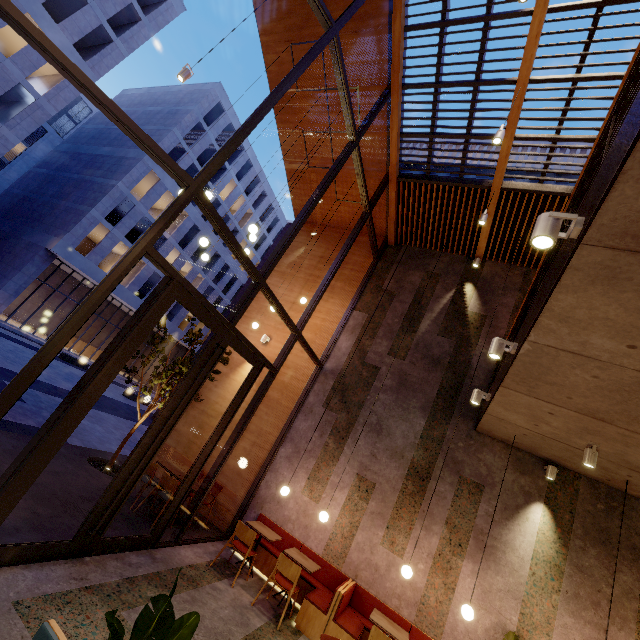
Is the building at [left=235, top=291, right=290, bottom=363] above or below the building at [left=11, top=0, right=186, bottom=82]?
below

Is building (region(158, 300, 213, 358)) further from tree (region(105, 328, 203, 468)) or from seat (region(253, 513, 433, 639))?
seat (region(253, 513, 433, 639))

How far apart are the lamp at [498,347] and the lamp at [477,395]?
1.8m

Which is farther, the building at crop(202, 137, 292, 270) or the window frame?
the building at crop(202, 137, 292, 270)

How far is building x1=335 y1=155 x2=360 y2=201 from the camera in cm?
990

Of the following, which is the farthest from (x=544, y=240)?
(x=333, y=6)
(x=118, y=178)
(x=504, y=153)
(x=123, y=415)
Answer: (x=118, y=178)

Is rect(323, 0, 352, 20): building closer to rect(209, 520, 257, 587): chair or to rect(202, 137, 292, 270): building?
rect(209, 520, 257, 587): chair

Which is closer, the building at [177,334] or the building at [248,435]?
the building at [248,435]
